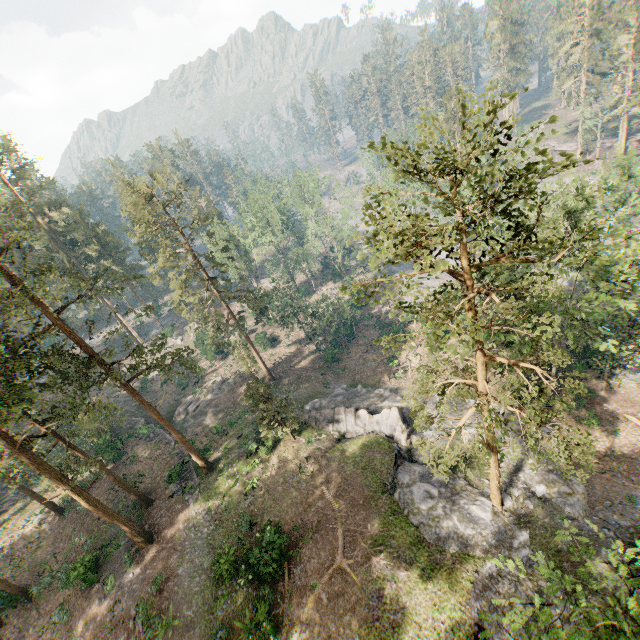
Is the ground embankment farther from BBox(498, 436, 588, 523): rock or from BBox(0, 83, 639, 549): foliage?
BBox(498, 436, 588, 523): rock

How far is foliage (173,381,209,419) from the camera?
42.97m

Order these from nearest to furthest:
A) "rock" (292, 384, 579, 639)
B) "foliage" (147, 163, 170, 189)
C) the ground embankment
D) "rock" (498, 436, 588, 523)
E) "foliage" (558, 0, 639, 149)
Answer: "rock" (292, 384, 579, 639)
"rock" (498, 436, 588, 523)
"foliage" (147, 163, 170, 189)
the ground embankment
"foliage" (558, 0, 639, 149)

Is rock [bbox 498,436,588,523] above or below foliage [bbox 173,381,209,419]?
below

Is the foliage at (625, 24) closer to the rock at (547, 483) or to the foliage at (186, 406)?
the rock at (547, 483)

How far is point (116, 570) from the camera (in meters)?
26.22

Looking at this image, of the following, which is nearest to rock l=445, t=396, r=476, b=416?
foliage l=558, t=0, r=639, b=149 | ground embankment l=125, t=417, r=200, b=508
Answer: foliage l=558, t=0, r=639, b=149

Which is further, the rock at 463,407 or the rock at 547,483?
the rock at 463,407
